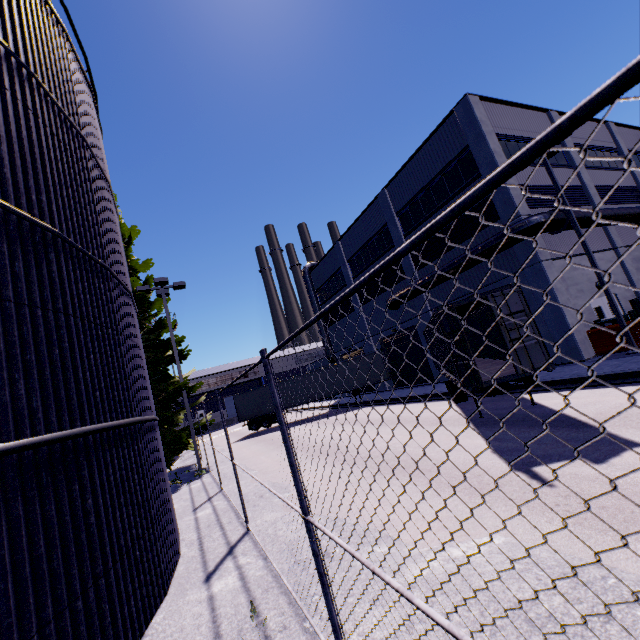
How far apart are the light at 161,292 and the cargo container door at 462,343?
13.4m

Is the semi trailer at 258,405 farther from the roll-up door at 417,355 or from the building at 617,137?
the building at 617,137

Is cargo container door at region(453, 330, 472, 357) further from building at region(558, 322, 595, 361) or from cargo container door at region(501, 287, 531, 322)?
building at region(558, 322, 595, 361)

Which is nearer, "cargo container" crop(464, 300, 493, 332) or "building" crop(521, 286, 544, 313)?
"cargo container" crop(464, 300, 493, 332)

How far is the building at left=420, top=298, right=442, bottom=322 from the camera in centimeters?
2227cm

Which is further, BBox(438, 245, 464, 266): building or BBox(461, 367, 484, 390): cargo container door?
BBox(438, 245, 464, 266): building

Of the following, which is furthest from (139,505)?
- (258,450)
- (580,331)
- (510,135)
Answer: (510,135)

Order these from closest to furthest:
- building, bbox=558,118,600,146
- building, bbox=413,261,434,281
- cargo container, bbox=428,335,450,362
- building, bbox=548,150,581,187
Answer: cargo container, bbox=428,335,450,362, building, bbox=548,150,581,187, building, bbox=558,118,600,146, building, bbox=413,261,434,281
